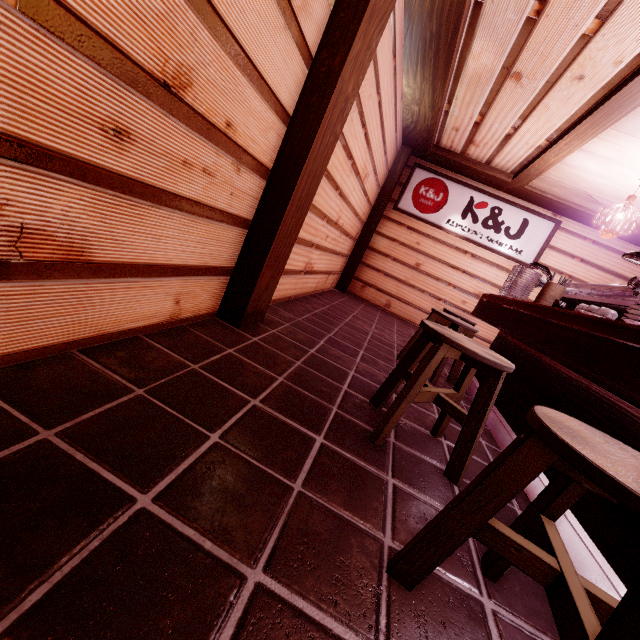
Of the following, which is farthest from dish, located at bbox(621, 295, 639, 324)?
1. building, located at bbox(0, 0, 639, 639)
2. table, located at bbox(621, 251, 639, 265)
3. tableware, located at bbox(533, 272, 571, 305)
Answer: tableware, located at bbox(533, 272, 571, 305)

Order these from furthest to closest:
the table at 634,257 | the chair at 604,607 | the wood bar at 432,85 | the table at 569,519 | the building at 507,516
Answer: the wood bar at 432,85
the table at 634,257
the building at 507,516
the table at 569,519
the chair at 604,607

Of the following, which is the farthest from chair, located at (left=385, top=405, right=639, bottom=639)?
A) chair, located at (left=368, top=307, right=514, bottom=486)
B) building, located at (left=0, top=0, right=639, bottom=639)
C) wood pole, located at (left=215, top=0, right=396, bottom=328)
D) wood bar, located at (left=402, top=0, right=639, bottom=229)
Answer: wood bar, located at (left=402, top=0, right=639, bottom=229)

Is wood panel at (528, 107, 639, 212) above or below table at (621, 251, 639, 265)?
above

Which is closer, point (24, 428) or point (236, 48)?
point (24, 428)

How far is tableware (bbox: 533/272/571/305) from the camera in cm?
540

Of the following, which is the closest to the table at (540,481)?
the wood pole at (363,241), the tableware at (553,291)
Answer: the tableware at (553,291)

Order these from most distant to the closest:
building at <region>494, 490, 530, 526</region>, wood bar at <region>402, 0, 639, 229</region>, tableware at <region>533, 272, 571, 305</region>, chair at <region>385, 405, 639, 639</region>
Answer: tableware at <region>533, 272, 571, 305</region>, wood bar at <region>402, 0, 639, 229</region>, building at <region>494, 490, 530, 526</region>, chair at <region>385, 405, 639, 639</region>
